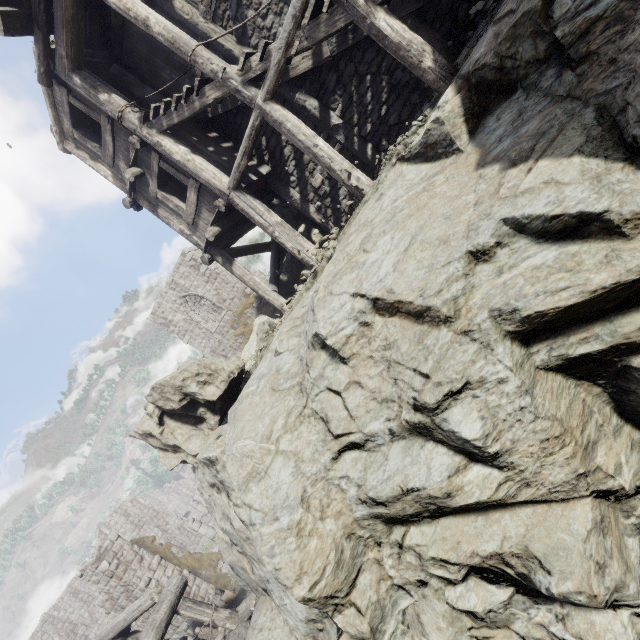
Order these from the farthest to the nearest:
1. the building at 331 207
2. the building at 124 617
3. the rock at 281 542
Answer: the building at 124 617
the building at 331 207
the rock at 281 542

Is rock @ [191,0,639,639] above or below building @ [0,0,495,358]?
below

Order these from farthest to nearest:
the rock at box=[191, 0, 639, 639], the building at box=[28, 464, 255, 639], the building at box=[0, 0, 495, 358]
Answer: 1. the building at box=[28, 464, 255, 639]
2. the building at box=[0, 0, 495, 358]
3. the rock at box=[191, 0, 639, 639]

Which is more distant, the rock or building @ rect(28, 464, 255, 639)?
building @ rect(28, 464, 255, 639)

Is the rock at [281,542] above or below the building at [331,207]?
below

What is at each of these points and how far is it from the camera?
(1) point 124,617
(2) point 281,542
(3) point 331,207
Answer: (1) building, 9.23m
(2) rock, 4.41m
(3) building, 10.02m

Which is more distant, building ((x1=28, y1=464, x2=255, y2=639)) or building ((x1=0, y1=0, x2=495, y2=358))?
building ((x1=28, y1=464, x2=255, y2=639))
